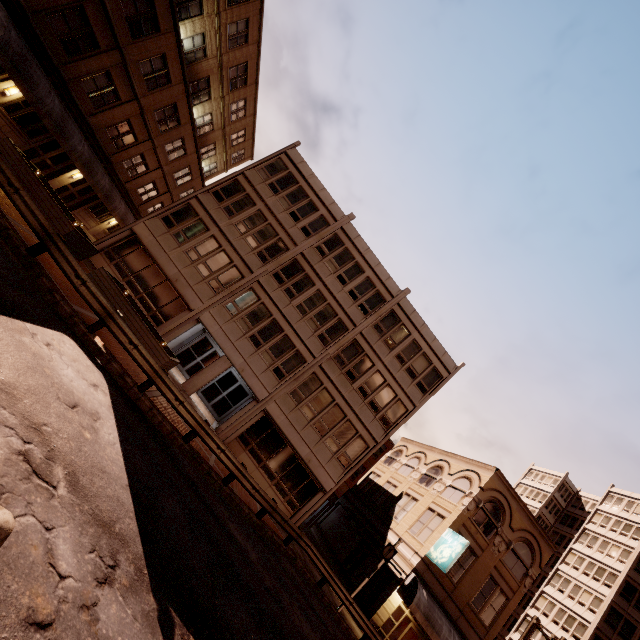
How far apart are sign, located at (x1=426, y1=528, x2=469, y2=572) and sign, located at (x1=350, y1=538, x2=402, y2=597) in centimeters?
352cm

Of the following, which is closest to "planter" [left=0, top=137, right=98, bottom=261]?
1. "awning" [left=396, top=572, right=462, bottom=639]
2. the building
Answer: the building

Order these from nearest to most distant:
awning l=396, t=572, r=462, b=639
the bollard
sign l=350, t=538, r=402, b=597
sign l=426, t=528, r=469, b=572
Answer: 1. the bollard
2. sign l=350, t=538, r=402, b=597
3. awning l=396, t=572, r=462, b=639
4. sign l=426, t=528, r=469, b=572

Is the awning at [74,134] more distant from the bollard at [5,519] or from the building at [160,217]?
the bollard at [5,519]

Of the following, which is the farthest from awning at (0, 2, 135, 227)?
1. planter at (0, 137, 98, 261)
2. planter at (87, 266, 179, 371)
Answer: planter at (87, 266, 179, 371)

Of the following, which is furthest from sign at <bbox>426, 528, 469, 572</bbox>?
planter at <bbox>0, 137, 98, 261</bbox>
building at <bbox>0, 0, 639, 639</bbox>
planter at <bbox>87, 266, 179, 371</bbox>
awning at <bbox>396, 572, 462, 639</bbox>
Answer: planter at <bbox>0, 137, 98, 261</bbox>

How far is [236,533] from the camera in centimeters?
1041cm

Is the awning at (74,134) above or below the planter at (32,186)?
above
